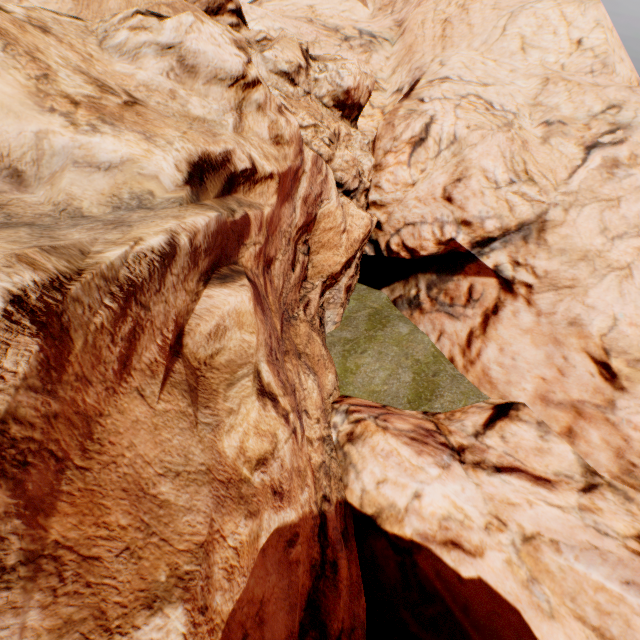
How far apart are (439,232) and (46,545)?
13.8m
